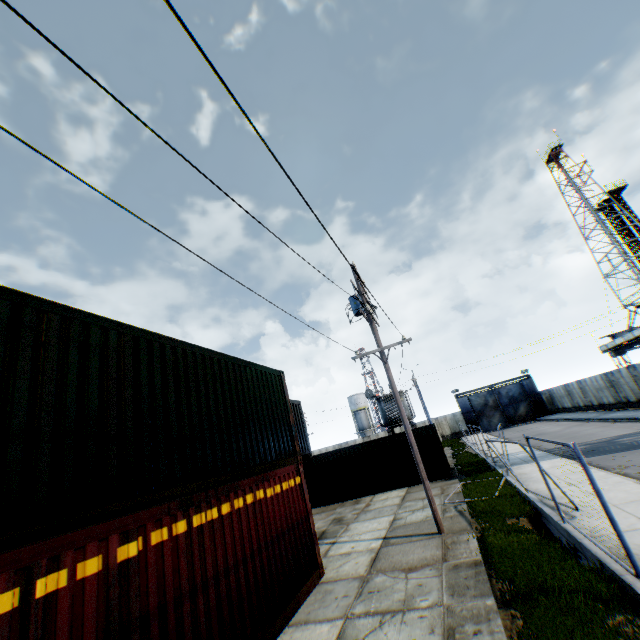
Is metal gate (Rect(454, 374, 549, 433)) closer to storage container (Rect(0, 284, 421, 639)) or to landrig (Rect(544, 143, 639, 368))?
landrig (Rect(544, 143, 639, 368))

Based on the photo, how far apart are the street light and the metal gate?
42.53m

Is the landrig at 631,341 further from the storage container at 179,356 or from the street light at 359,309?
the storage container at 179,356

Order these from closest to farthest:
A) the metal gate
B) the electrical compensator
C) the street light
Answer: the street light < the electrical compensator < the metal gate

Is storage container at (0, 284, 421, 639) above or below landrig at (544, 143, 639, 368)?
below

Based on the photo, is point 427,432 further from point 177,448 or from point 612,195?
point 612,195

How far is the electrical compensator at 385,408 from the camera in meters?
29.2

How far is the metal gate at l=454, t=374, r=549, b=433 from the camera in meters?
46.4
